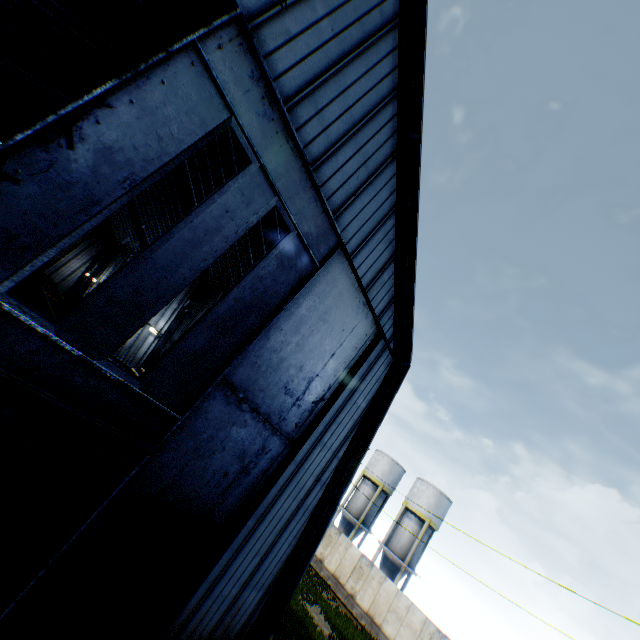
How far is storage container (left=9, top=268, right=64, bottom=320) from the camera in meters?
17.8 m

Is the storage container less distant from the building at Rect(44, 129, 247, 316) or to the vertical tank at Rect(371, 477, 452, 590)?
the building at Rect(44, 129, 247, 316)

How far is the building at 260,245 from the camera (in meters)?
16.05

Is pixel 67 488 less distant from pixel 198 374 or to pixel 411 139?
pixel 198 374

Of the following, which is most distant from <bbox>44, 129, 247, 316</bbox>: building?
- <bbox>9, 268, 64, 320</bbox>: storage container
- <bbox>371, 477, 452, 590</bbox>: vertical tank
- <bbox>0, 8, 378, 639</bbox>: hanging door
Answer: <bbox>371, 477, 452, 590</bbox>: vertical tank

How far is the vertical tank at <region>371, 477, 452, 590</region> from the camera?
31.1 meters

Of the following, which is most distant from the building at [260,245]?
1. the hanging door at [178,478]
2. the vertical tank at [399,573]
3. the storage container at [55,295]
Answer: the vertical tank at [399,573]

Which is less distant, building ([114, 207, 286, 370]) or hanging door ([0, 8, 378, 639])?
hanging door ([0, 8, 378, 639])
